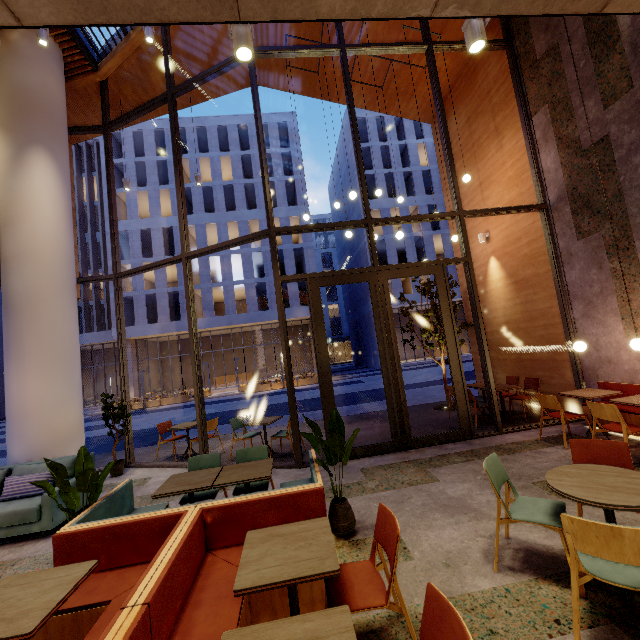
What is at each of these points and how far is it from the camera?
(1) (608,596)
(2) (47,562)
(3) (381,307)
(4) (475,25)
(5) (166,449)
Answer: (1) building, 2.39m
(2) building, 3.87m
(3) door, 6.44m
(4) lamp, 2.76m
(5) building, 8.75m

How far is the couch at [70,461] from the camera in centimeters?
507cm

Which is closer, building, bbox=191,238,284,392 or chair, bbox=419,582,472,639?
chair, bbox=419,582,472,639

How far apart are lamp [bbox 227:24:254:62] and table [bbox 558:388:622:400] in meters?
6.7 m

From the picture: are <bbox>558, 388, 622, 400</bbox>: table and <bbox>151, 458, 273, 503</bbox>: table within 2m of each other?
no

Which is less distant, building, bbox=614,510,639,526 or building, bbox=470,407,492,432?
building, bbox=614,510,639,526

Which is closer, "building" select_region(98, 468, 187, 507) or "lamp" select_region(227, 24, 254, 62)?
"lamp" select_region(227, 24, 254, 62)

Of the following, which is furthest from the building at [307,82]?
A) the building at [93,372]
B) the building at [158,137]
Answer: the building at [93,372]
